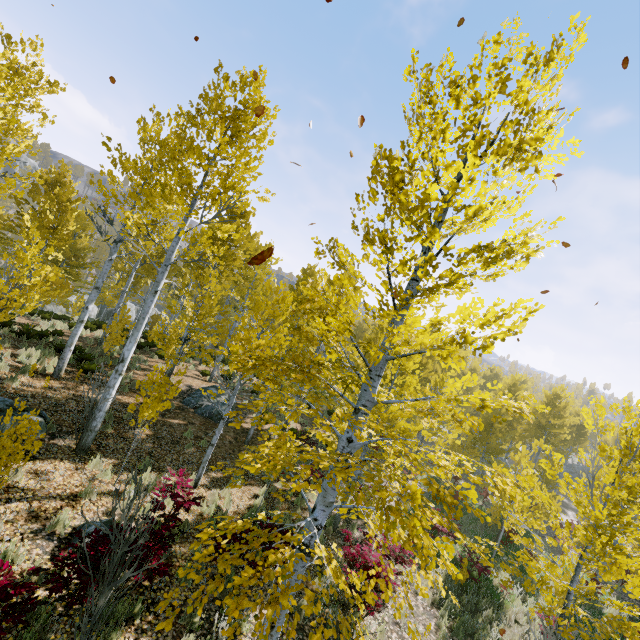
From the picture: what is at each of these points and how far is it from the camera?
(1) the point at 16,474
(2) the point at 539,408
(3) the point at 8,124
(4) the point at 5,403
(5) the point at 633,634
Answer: (1) instancedfoliageactor, 6.23m
(2) instancedfoliageactor, 4.51m
(3) instancedfoliageactor, 10.01m
(4) rock, 7.54m
(5) instancedfoliageactor, 4.99m

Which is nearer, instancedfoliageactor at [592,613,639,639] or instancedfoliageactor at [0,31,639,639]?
instancedfoliageactor at [0,31,639,639]

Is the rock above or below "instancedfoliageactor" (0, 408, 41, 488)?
above

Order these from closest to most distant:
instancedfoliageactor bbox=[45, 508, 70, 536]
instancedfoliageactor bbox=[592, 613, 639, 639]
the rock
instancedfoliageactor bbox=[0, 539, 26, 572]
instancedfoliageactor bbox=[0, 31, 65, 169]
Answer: instancedfoliageactor bbox=[0, 539, 26, 572]
instancedfoliageactor bbox=[592, 613, 639, 639]
instancedfoliageactor bbox=[45, 508, 70, 536]
instancedfoliageactor bbox=[0, 31, 65, 169]
the rock

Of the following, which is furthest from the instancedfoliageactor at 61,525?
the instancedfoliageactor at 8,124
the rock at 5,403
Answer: the rock at 5,403

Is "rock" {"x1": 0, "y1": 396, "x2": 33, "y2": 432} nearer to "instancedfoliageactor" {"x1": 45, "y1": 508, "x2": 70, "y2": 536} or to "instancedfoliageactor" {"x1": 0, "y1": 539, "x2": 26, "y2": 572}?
"instancedfoliageactor" {"x1": 0, "y1": 539, "x2": 26, "y2": 572}

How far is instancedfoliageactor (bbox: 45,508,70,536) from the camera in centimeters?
559cm

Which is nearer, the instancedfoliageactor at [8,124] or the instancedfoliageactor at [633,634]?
the instancedfoliageactor at [633,634]
